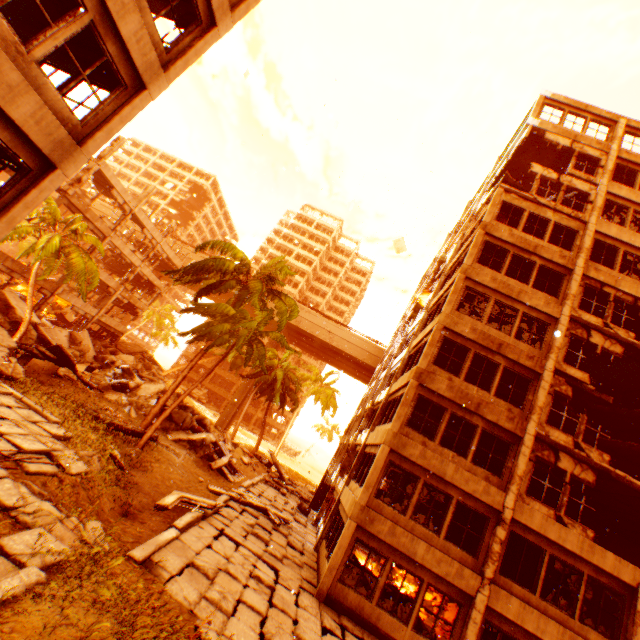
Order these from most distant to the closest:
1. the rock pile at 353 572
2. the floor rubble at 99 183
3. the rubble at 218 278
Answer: the floor rubble at 99 183 → the rubble at 218 278 → the rock pile at 353 572

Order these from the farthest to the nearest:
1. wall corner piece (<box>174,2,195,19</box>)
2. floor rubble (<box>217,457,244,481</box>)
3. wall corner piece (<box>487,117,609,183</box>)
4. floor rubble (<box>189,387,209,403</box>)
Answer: floor rubble (<box>189,387,209,403</box>)
floor rubble (<box>217,457,244,481</box>)
wall corner piece (<box>487,117,609,183</box>)
wall corner piece (<box>174,2,195,19</box>)

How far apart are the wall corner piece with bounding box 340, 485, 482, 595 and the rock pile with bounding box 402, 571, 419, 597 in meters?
6.2

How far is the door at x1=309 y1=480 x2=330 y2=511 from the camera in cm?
2372

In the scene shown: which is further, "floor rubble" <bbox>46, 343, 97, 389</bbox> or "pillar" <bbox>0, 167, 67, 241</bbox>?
"floor rubble" <bbox>46, 343, 97, 389</bbox>

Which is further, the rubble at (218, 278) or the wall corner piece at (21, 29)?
the rubble at (218, 278)

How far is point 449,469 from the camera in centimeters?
1269cm

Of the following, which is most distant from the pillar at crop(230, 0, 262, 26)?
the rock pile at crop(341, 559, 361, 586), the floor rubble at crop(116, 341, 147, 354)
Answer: the floor rubble at crop(116, 341, 147, 354)
